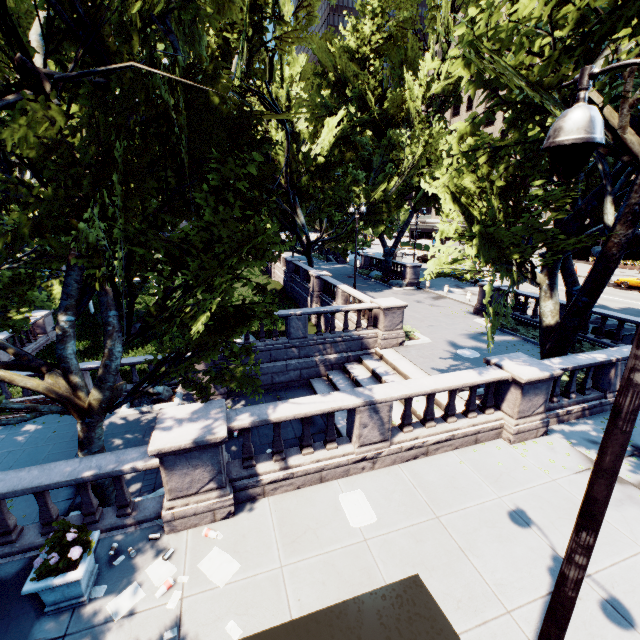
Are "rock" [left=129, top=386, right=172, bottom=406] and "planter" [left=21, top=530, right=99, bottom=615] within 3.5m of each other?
no

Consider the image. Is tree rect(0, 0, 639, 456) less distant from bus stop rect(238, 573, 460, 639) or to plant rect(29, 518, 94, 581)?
plant rect(29, 518, 94, 581)

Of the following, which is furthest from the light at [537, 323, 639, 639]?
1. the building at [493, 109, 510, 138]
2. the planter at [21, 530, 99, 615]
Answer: the building at [493, 109, 510, 138]

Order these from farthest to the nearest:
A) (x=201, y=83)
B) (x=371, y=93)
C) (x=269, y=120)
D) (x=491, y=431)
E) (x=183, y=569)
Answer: (x=269, y=120)
(x=371, y=93)
(x=491, y=431)
(x=201, y=83)
(x=183, y=569)

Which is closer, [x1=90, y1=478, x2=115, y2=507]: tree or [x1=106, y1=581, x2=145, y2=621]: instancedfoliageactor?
[x1=106, y1=581, x2=145, y2=621]: instancedfoliageactor

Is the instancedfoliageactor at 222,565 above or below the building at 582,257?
below

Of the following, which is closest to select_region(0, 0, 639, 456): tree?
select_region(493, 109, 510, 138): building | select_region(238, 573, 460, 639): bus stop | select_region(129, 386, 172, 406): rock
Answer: select_region(238, 573, 460, 639): bus stop

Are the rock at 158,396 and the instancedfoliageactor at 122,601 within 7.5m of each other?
no
